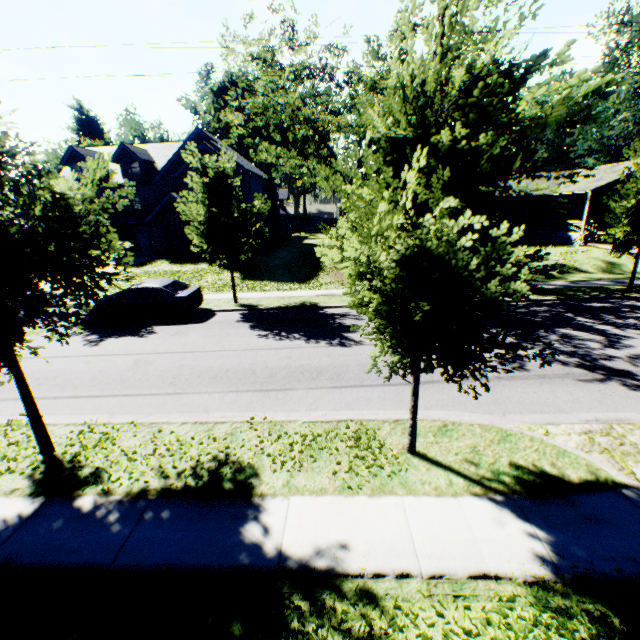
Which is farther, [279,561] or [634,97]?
[634,97]

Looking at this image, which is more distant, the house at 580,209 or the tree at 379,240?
the house at 580,209

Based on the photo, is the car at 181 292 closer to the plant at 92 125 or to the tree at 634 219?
the tree at 634 219

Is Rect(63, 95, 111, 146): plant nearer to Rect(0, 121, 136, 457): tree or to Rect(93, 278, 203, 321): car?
Rect(0, 121, 136, 457): tree

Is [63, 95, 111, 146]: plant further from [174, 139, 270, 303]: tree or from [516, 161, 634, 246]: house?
[516, 161, 634, 246]: house

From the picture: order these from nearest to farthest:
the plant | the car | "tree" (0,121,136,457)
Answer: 1. "tree" (0,121,136,457)
2. the car
3. the plant

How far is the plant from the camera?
51.39m

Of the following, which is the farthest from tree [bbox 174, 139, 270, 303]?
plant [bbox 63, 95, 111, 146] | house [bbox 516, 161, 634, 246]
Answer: house [bbox 516, 161, 634, 246]
